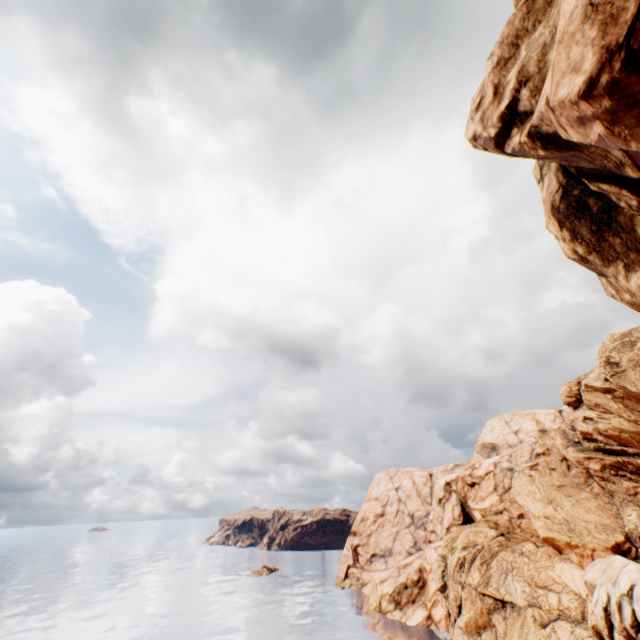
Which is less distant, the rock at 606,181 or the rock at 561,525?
the rock at 606,181

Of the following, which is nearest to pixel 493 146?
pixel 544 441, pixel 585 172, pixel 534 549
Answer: pixel 585 172

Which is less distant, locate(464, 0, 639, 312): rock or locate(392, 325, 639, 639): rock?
locate(464, 0, 639, 312): rock
